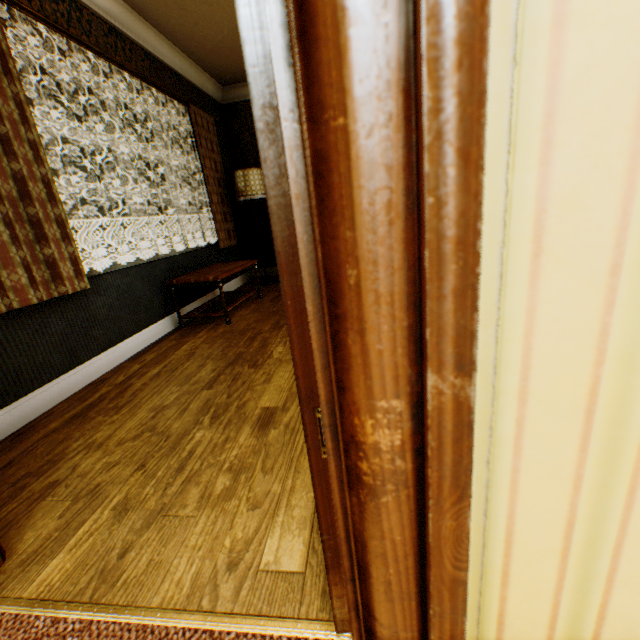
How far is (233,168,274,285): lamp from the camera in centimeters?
484cm

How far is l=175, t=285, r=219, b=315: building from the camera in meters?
3.9

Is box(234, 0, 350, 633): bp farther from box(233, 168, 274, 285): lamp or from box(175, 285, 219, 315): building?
box(233, 168, 274, 285): lamp

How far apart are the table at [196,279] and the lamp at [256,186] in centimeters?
109cm

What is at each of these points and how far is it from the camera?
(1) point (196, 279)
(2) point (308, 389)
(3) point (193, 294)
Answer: (1) table, 3.4 meters
(2) bp, 0.6 meters
(3) building, 4.2 meters

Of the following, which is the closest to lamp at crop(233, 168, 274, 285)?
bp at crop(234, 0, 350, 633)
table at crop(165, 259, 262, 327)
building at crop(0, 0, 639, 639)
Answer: building at crop(0, 0, 639, 639)

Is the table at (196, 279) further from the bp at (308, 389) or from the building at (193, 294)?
the bp at (308, 389)
